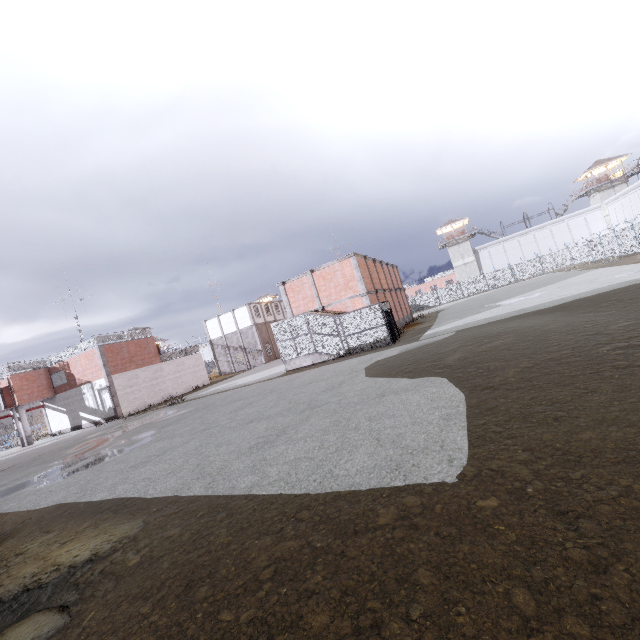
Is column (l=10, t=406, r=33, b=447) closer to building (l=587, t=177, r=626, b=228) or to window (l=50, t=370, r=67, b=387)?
window (l=50, t=370, r=67, b=387)

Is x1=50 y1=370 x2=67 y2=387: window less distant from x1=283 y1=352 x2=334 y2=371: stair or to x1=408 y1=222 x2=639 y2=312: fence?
x1=408 y1=222 x2=639 y2=312: fence

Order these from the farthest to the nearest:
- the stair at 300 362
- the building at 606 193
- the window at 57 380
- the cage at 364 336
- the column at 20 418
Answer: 1. the building at 606 193
2. the window at 57 380
3. the column at 20 418
4. the stair at 300 362
5. the cage at 364 336

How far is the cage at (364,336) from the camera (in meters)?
21.39

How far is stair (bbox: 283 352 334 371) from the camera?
23.1 meters

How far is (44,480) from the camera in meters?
12.0 m

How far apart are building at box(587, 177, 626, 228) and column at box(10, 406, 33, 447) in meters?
83.0

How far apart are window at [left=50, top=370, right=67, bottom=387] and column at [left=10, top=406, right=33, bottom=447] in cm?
276
